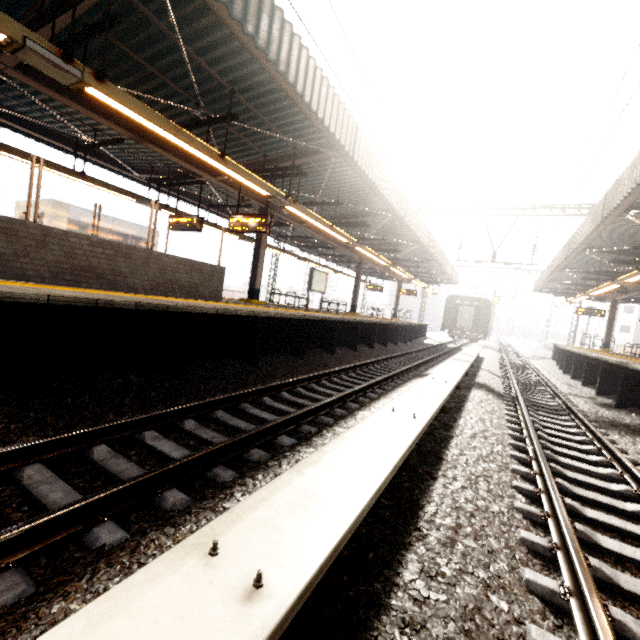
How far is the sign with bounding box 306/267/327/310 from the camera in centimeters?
1563cm

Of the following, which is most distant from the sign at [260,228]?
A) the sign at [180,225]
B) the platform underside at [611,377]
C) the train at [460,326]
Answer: the train at [460,326]

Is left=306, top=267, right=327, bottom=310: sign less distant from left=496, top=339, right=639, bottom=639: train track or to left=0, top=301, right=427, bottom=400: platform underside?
left=0, top=301, right=427, bottom=400: platform underside

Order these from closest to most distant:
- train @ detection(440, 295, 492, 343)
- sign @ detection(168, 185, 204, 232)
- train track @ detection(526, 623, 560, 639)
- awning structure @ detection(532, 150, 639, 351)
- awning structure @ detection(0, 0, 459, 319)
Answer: train track @ detection(526, 623, 560, 639) → awning structure @ detection(0, 0, 459, 319) → awning structure @ detection(532, 150, 639, 351) → sign @ detection(168, 185, 204, 232) → train @ detection(440, 295, 492, 343)

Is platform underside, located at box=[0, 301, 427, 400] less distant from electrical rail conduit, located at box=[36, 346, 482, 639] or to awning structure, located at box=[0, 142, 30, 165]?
awning structure, located at box=[0, 142, 30, 165]

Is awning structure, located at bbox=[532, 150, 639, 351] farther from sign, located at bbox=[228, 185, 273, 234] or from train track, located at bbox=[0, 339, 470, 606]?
sign, located at bbox=[228, 185, 273, 234]

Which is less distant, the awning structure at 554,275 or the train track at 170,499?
the train track at 170,499

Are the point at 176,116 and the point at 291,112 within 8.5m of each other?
yes
